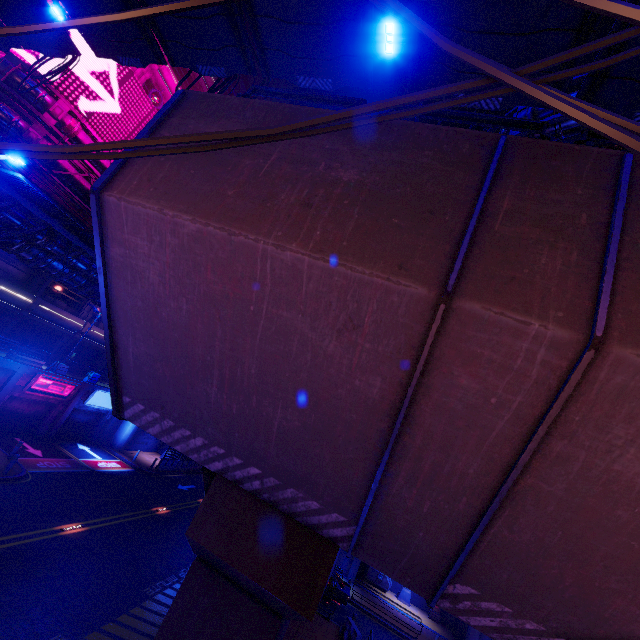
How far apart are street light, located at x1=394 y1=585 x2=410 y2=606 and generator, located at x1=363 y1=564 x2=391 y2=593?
0.7 meters

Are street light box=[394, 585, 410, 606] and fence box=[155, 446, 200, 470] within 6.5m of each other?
no

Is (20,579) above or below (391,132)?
below

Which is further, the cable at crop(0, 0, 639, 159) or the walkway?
the walkway

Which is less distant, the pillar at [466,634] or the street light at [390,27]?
the street light at [390,27]

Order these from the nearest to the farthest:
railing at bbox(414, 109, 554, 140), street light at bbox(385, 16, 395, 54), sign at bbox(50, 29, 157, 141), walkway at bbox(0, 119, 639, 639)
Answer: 1. walkway at bbox(0, 119, 639, 639)
2. railing at bbox(414, 109, 554, 140)
3. street light at bbox(385, 16, 395, 54)
4. sign at bbox(50, 29, 157, 141)

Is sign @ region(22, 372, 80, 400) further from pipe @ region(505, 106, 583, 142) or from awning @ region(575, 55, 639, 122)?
awning @ region(575, 55, 639, 122)

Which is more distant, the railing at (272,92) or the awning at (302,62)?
the awning at (302,62)
